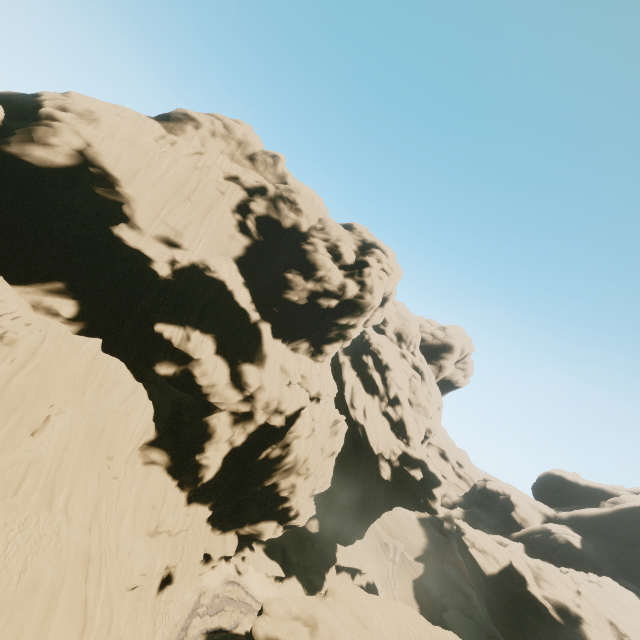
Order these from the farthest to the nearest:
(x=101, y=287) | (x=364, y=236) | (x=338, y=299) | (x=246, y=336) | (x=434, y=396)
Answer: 1. (x=434, y=396)
2. (x=364, y=236)
3. (x=338, y=299)
4. (x=246, y=336)
5. (x=101, y=287)
